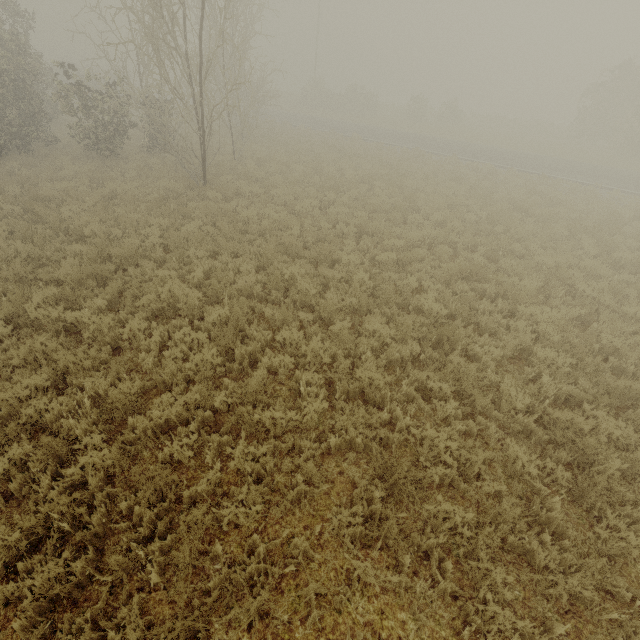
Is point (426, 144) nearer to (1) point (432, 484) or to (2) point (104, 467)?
(1) point (432, 484)
